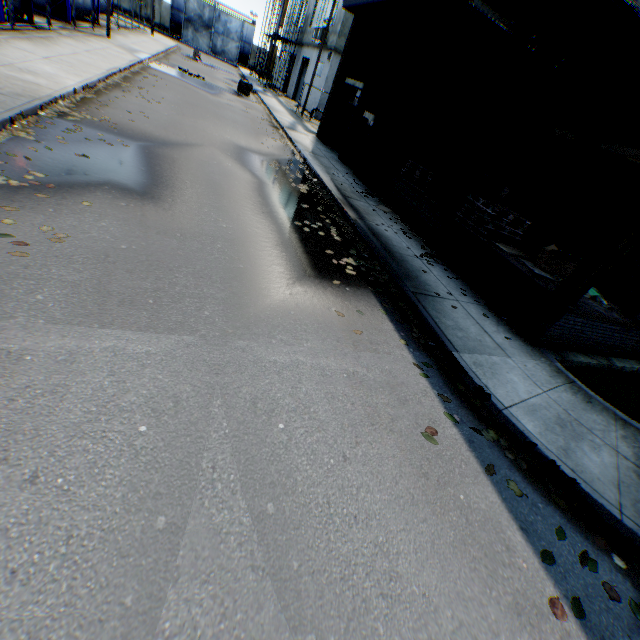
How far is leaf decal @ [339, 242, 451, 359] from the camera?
5.54m

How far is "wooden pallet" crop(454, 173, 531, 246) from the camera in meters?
8.4

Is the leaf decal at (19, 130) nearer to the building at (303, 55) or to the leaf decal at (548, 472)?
the leaf decal at (548, 472)

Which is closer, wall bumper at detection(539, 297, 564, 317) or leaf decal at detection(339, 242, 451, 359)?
leaf decal at detection(339, 242, 451, 359)

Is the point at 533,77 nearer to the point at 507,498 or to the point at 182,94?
the point at 507,498

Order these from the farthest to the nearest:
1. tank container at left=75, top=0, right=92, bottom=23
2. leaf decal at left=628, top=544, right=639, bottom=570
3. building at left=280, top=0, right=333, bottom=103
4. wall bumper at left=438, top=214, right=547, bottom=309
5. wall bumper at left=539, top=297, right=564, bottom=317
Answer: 1. building at left=280, top=0, right=333, bottom=103
2. tank container at left=75, top=0, right=92, bottom=23
3. wall bumper at left=438, top=214, right=547, bottom=309
4. wall bumper at left=539, top=297, right=564, bottom=317
5. leaf decal at left=628, top=544, right=639, bottom=570

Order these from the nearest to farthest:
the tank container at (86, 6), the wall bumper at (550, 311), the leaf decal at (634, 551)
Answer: the leaf decal at (634, 551) → the wall bumper at (550, 311) → the tank container at (86, 6)

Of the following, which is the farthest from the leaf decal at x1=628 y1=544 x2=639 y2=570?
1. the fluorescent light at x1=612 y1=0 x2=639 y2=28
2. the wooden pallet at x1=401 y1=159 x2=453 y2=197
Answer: the wooden pallet at x1=401 y1=159 x2=453 y2=197
